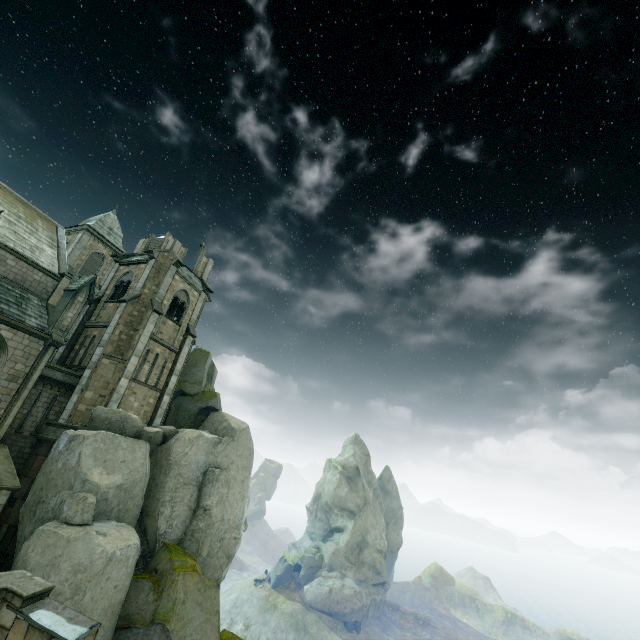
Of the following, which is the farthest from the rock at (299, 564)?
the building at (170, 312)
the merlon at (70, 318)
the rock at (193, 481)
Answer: the merlon at (70, 318)

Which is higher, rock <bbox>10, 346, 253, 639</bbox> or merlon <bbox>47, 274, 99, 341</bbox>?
merlon <bbox>47, 274, 99, 341</bbox>

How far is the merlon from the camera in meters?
20.8 m

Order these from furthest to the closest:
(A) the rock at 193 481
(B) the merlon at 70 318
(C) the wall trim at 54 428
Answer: (B) the merlon at 70 318 < (C) the wall trim at 54 428 < (A) the rock at 193 481

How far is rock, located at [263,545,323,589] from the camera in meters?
50.8 m

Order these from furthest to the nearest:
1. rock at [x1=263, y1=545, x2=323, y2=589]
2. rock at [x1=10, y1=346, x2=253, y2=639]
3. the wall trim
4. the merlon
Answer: rock at [x1=263, y1=545, x2=323, y2=589] → the merlon → the wall trim → rock at [x1=10, y1=346, x2=253, y2=639]

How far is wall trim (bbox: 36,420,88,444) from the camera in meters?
19.5 m

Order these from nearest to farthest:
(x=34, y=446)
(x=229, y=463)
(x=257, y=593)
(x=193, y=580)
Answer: (x=193, y=580)
(x=34, y=446)
(x=229, y=463)
(x=257, y=593)
